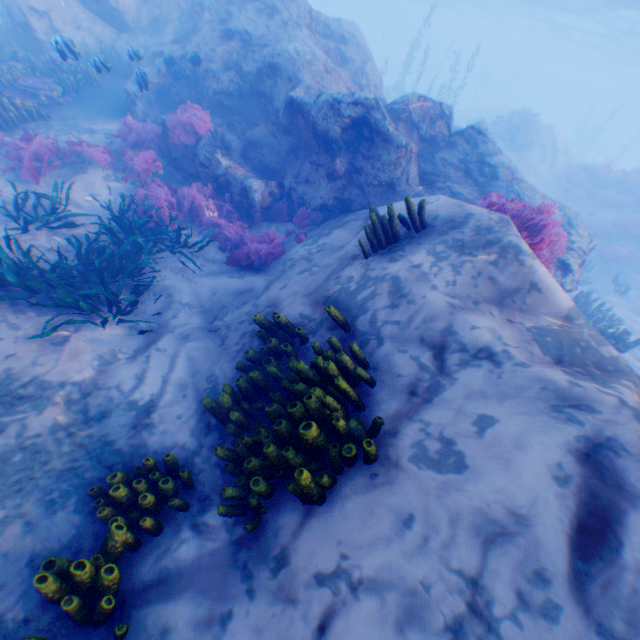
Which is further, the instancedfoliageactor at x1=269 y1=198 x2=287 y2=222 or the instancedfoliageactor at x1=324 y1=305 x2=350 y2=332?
the instancedfoliageactor at x1=269 y1=198 x2=287 y2=222

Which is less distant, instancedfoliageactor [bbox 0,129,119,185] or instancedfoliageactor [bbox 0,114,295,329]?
instancedfoliageactor [bbox 0,114,295,329]

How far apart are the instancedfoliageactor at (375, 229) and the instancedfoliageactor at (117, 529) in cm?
379

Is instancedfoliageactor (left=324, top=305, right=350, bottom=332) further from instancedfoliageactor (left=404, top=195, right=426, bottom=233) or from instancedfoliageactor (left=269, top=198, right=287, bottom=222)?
instancedfoliageactor (left=269, top=198, right=287, bottom=222)

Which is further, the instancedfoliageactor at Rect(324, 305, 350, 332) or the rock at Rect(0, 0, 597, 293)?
the rock at Rect(0, 0, 597, 293)

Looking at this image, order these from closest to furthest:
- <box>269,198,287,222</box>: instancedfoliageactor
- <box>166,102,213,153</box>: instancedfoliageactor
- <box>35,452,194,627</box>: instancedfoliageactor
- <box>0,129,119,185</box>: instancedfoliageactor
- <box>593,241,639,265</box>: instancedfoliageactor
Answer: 1. <box>35,452,194,627</box>: instancedfoliageactor
2. <box>0,129,119,185</box>: instancedfoliageactor
3. <box>166,102,213,153</box>: instancedfoliageactor
4. <box>269,198,287,222</box>: instancedfoliageactor
5. <box>593,241,639,265</box>: instancedfoliageactor

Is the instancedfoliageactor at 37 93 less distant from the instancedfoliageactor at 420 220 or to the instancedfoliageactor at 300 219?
the instancedfoliageactor at 300 219

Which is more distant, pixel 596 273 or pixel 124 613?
pixel 596 273
